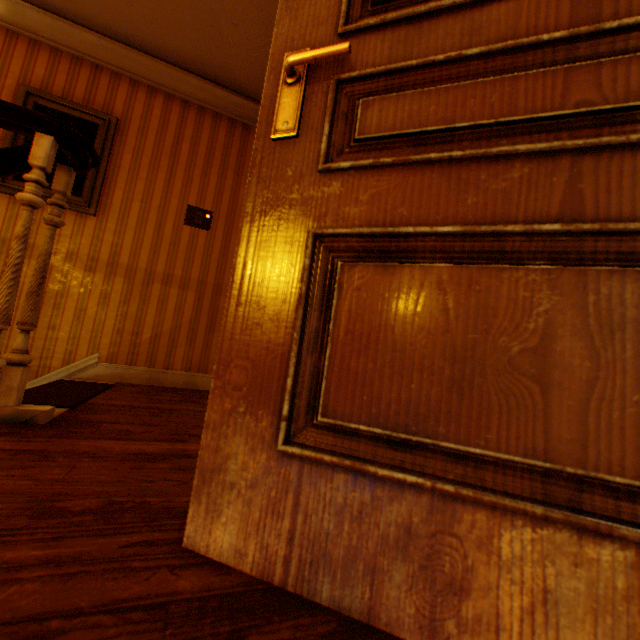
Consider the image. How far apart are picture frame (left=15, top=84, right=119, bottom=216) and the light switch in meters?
0.7 m

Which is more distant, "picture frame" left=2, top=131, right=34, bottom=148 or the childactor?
"picture frame" left=2, top=131, right=34, bottom=148

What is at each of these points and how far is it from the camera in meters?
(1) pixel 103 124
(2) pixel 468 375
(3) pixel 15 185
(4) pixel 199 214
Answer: (1) picture frame, 3.1
(2) childactor, 0.6
(3) picture frame, 2.8
(4) light switch, 3.4

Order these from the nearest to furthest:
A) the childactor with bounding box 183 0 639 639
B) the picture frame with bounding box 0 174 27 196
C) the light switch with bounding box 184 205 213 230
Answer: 1. the childactor with bounding box 183 0 639 639
2. the picture frame with bounding box 0 174 27 196
3. the light switch with bounding box 184 205 213 230

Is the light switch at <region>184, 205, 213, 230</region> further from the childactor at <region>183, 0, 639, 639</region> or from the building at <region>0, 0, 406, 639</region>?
the childactor at <region>183, 0, 639, 639</region>

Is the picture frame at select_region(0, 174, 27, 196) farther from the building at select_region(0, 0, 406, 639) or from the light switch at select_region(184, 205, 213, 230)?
the light switch at select_region(184, 205, 213, 230)

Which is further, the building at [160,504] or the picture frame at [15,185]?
the picture frame at [15,185]

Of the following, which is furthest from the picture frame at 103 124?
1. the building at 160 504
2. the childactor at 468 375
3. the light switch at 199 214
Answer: the childactor at 468 375
